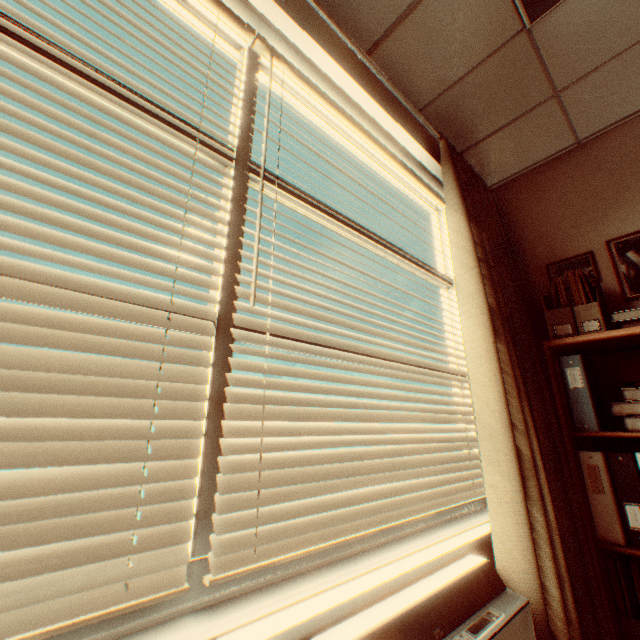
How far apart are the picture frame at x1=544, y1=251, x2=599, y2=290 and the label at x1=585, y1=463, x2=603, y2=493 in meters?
1.2

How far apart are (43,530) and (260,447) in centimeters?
52cm

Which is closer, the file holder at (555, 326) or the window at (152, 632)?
the window at (152, 632)

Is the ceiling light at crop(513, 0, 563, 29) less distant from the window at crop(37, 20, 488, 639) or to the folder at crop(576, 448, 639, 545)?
the window at crop(37, 20, 488, 639)

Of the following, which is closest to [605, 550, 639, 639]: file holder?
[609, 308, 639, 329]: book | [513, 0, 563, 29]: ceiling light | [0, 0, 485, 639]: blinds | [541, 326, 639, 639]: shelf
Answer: [541, 326, 639, 639]: shelf

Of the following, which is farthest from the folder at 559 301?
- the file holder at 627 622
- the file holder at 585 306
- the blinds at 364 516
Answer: the file holder at 627 622

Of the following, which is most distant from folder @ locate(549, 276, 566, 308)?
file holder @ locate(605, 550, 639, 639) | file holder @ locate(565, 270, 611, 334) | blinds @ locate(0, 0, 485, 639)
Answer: file holder @ locate(605, 550, 639, 639)

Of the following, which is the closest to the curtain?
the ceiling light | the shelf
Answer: the shelf
